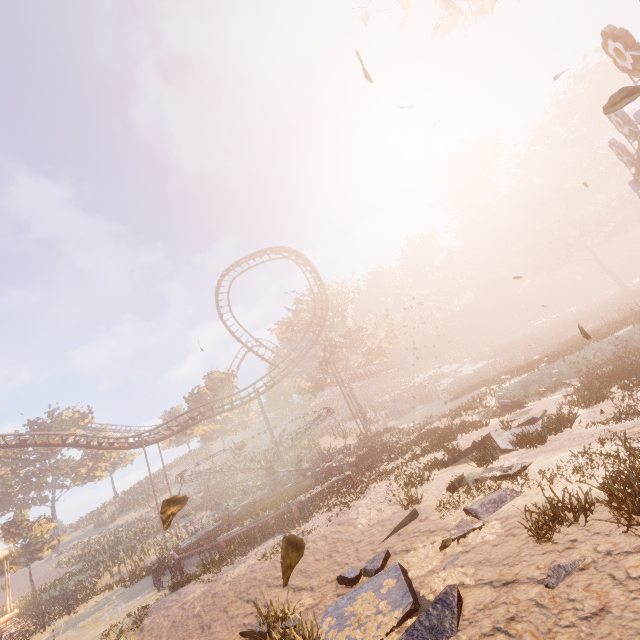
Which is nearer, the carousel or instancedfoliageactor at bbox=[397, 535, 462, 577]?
instancedfoliageactor at bbox=[397, 535, 462, 577]

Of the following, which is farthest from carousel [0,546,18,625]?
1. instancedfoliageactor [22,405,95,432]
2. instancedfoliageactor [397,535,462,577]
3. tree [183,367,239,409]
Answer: instancedfoliageactor [397,535,462,577]

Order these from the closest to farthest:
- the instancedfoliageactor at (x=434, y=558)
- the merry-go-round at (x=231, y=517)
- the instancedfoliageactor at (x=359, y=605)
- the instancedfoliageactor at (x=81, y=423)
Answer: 1. the instancedfoliageactor at (x=359, y=605)
2. the instancedfoliageactor at (x=434, y=558)
3. the merry-go-round at (x=231, y=517)
4. the instancedfoliageactor at (x=81, y=423)

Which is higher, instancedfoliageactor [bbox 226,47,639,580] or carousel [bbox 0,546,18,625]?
instancedfoliageactor [bbox 226,47,639,580]

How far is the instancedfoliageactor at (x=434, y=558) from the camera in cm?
572

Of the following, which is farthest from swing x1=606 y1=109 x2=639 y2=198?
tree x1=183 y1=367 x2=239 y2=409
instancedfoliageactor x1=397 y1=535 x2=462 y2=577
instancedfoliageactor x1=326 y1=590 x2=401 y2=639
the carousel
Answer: tree x1=183 y1=367 x2=239 y2=409

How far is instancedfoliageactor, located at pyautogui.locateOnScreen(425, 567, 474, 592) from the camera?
4.88m

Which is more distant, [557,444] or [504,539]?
[557,444]
